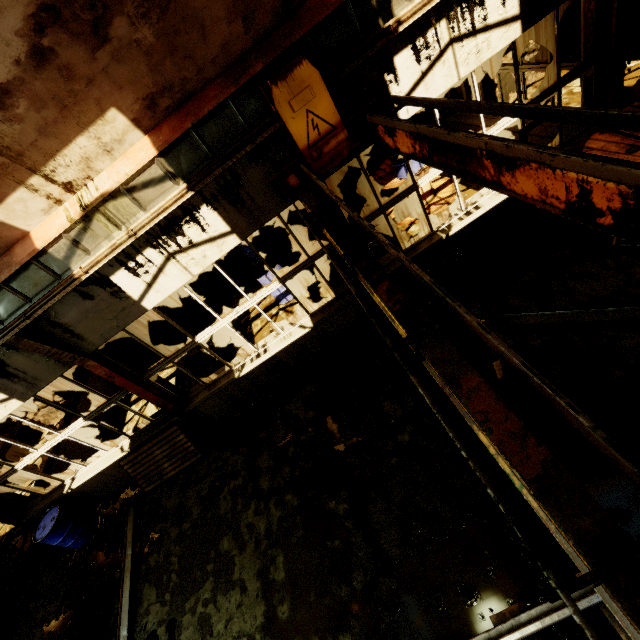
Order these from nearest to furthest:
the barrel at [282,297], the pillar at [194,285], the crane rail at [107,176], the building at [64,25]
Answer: the building at [64,25]
the crane rail at [107,176]
the barrel at [282,297]
the pillar at [194,285]

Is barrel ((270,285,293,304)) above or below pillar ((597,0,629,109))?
below

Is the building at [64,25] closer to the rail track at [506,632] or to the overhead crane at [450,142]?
the overhead crane at [450,142]

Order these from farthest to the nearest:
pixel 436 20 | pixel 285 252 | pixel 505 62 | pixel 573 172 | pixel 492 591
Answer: pixel 285 252, pixel 505 62, pixel 436 20, pixel 492 591, pixel 573 172

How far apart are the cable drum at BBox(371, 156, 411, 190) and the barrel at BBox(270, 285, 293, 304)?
3.2m

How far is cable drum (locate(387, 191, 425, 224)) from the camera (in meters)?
8.50

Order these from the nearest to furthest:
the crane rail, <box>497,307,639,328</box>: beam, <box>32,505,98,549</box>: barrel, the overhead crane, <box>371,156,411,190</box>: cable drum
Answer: the overhead crane, the crane rail, <box>497,307,639,328</box>: beam, <box>32,505,98,549</box>: barrel, <box>371,156,411,190</box>: cable drum

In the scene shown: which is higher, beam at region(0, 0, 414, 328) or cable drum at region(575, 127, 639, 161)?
beam at region(0, 0, 414, 328)
